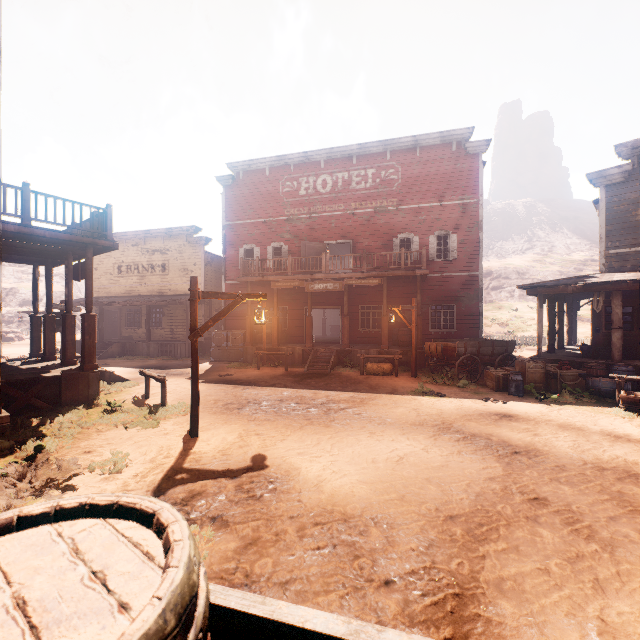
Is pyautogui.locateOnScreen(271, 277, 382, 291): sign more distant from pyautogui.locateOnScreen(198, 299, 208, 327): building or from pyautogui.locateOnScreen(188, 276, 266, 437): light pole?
pyautogui.locateOnScreen(188, 276, 266, 437): light pole

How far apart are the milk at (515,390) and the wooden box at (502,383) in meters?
0.1 m

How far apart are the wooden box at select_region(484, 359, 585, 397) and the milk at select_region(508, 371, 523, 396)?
0.1m

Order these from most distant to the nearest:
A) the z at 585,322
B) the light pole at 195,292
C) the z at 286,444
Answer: the z at 585,322 < the light pole at 195,292 < the z at 286,444

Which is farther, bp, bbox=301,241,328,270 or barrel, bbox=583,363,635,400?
bp, bbox=301,241,328,270

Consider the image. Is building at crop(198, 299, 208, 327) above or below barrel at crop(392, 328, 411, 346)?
above

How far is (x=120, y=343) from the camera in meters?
21.4 m

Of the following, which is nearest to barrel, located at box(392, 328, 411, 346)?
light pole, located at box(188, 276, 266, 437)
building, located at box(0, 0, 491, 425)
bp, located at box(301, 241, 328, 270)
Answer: building, located at box(0, 0, 491, 425)
